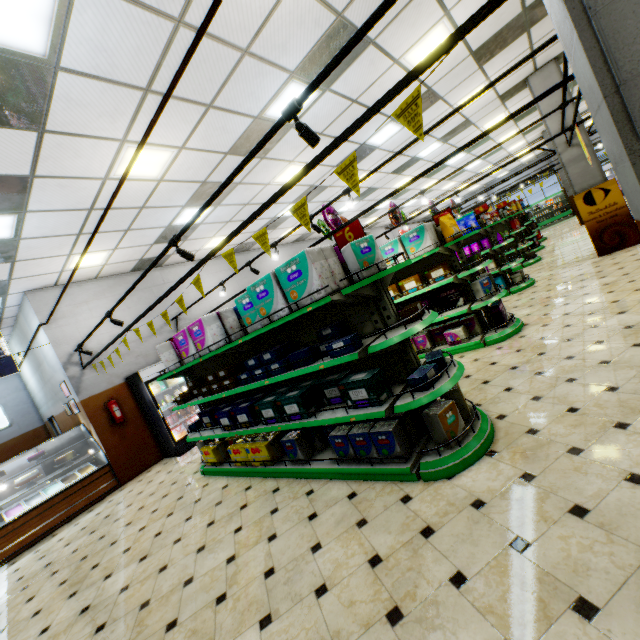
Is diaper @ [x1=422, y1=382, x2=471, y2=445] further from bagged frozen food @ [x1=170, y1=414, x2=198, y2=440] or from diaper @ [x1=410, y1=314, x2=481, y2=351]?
bagged frozen food @ [x1=170, y1=414, x2=198, y2=440]

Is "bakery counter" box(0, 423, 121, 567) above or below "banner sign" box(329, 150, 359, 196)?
below

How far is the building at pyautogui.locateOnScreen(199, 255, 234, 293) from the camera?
10.7m

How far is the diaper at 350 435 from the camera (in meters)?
3.17

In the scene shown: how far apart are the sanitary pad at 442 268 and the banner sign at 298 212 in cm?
382

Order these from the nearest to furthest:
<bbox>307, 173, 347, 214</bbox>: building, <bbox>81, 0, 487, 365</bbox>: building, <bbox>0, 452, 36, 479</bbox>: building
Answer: <bbox>81, 0, 487, 365</bbox>: building → <bbox>307, 173, 347, 214</bbox>: building → <bbox>0, 452, 36, 479</bbox>: building

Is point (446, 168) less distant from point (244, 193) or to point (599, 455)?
point (244, 193)
